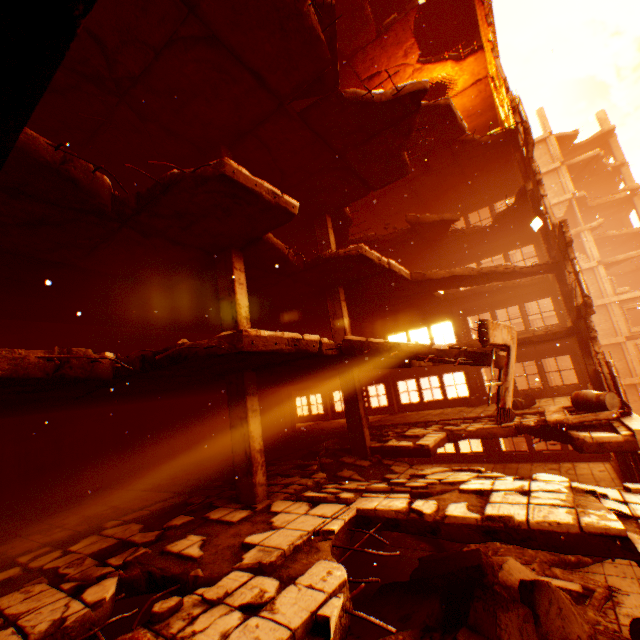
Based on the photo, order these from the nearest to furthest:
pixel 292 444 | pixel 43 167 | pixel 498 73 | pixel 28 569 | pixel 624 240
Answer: pixel 43 167 < pixel 28 569 < pixel 498 73 < pixel 292 444 < pixel 624 240

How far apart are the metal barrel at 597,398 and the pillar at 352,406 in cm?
596

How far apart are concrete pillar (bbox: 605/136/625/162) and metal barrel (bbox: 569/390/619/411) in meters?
32.9

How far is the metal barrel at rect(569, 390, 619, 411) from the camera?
8.2 meters

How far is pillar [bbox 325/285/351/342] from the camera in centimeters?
1162cm

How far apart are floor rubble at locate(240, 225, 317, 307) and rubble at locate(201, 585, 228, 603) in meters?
5.8 m

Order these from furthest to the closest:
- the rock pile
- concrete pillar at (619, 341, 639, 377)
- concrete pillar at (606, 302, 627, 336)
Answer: concrete pillar at (606, 302, 627, 336) < concrete pillar at (619, 341, 639, 377) < the rock pile

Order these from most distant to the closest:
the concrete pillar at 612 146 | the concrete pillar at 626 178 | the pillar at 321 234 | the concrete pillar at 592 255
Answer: the concrete pillar at 612 146 → the concrete pillar at 626 178 → the concrete pillar at 592 255 → the pillar at 321 234
